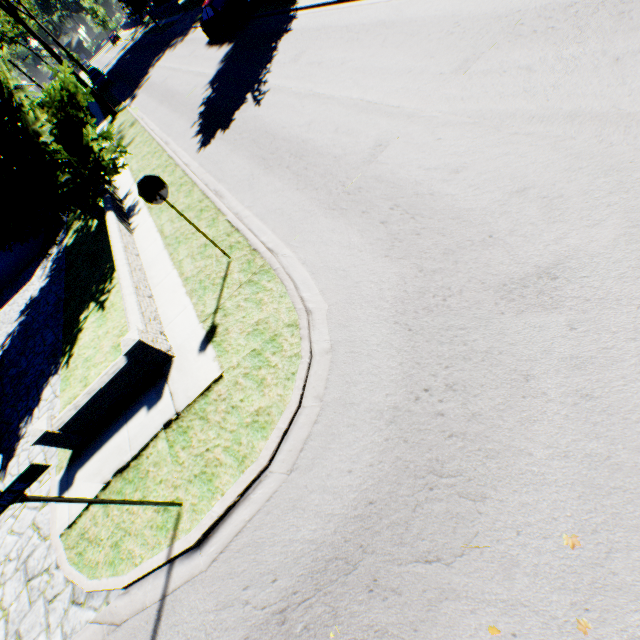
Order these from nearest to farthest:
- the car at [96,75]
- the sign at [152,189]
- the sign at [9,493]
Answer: the sign at [9,493] < the sign at [152,189] < the car at [96,75]

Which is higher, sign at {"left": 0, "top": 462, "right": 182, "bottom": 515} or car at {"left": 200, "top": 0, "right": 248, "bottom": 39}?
sign at {"left": 0, "top": 462, "right": 182, "bottom": 515}

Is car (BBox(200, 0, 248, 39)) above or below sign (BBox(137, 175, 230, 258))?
below

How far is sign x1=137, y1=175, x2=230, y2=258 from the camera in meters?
5.8

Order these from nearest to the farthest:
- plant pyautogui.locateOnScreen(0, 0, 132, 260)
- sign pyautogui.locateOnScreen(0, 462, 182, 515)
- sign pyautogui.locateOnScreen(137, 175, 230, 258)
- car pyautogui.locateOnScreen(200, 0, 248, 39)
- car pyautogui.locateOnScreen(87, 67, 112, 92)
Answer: sign pyautogui.locateOnScreen(0, 462, 182, 515), sign pyautogui.locateOnScreen(137, 175, 230, 258), plant pyautogui.locateOnScreen(0, 0, 132, 260), car pyautogui.locateOnScreen(200, 0, 248, 39), car pyautogui.locateOnScreen(87, 67, 112, 92)

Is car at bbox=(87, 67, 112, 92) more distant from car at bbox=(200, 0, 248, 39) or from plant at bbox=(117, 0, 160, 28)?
car at bbox=(200, 0, 248, 39)

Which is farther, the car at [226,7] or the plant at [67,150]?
the car at [226,7]

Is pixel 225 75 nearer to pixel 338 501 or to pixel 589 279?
pixel 589 279
